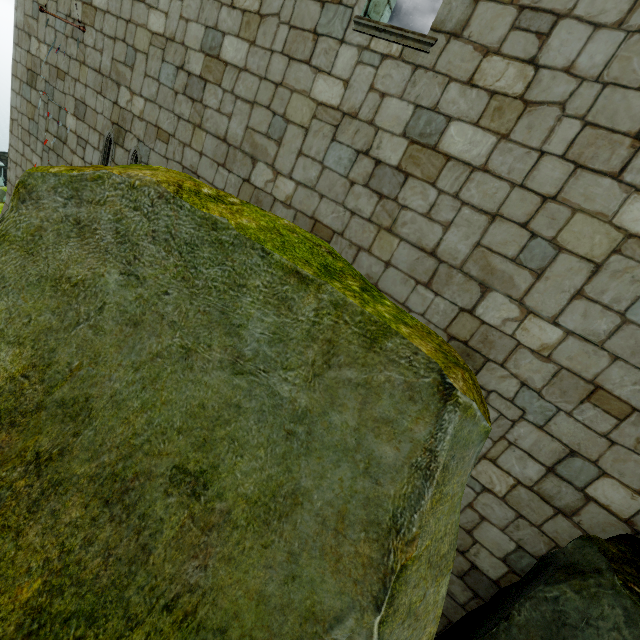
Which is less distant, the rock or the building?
the rock

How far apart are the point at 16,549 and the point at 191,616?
1.0m

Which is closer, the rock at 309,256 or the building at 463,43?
the rock at 309,256
